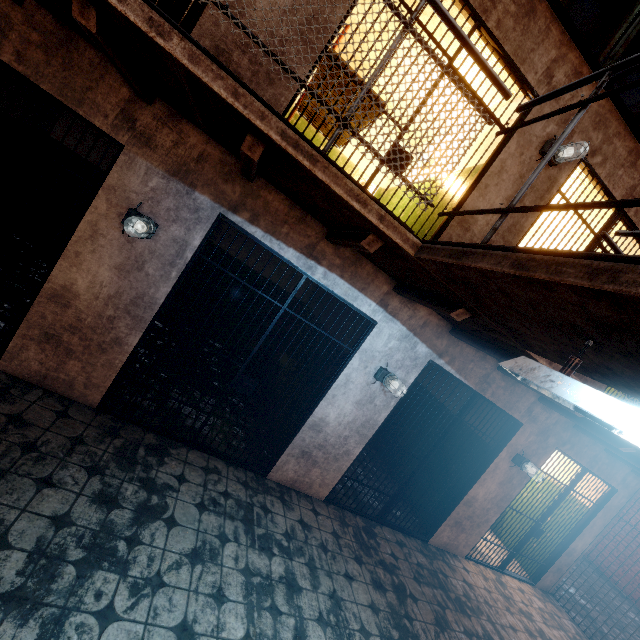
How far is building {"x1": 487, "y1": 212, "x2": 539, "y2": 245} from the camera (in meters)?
3.81

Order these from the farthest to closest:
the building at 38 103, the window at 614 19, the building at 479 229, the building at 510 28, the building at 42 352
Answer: the window at 614 19
the building at 38 103
the building at 479 229
the building at 510 28
the building at 42 352

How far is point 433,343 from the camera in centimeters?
404cm

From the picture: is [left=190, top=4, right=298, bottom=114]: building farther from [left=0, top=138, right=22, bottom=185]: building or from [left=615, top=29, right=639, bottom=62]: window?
[left=615, top=29, right=639, bottom=62]: window

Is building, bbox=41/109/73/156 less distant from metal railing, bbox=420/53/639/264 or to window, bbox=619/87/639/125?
metal railing, bbox=420/53/639/264

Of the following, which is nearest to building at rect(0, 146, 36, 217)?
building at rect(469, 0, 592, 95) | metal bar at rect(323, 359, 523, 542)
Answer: building at rect(469, 0, 592, 95)

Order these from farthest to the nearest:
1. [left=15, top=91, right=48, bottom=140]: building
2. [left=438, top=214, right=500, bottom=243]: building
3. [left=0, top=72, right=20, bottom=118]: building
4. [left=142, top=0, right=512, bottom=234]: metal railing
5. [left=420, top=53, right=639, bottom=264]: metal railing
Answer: [left=15, top=91, right=48, bottom=140]: building
[left=0, top=72, right=20, bottom=118]: building
[left=438, top=214, right=500, bottom=243]: building
[left=142, top=0, right=512, bottom=234]: metal railing
[left=420, top=53, right=639, bottom=264]: metal railing

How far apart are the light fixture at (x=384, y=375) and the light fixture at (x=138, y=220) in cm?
282
